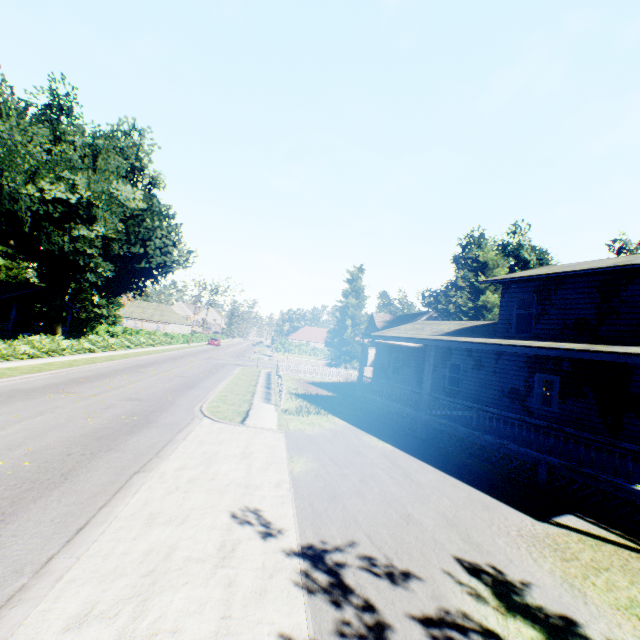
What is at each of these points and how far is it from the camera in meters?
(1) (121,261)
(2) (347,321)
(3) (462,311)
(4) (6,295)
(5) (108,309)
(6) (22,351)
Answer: (1) plant, 32.8
(2) plant, 47.1
(3) plant, 34.8
(4) house, 32.9
(5) tree, 51.3
(6) hedge, 19.9

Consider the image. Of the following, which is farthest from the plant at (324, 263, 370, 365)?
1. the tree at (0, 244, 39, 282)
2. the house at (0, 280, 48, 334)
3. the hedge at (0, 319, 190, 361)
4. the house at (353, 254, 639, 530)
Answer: the house at (0, 280, 48, 334)

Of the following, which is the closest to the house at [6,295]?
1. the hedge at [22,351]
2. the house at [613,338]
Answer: the hedge at [22,351]

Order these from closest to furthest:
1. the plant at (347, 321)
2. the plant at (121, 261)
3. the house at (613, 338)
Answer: the house at (613, 338)
the plant at (121, 261)
the plant at (347, 321)

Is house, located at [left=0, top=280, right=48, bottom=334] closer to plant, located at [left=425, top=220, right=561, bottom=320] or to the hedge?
plant, located at [left=425, top=220, right=561, bottom=320]

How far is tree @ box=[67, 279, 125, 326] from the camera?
50.2m

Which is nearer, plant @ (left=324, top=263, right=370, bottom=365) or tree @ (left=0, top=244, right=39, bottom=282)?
plant @ (left=324, top=263, right=370, bottom=365)

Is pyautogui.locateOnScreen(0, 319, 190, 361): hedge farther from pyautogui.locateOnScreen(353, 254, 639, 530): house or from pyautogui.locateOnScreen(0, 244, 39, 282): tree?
pyautogui.locateOnScreen(353, 254, 639, 530): house
